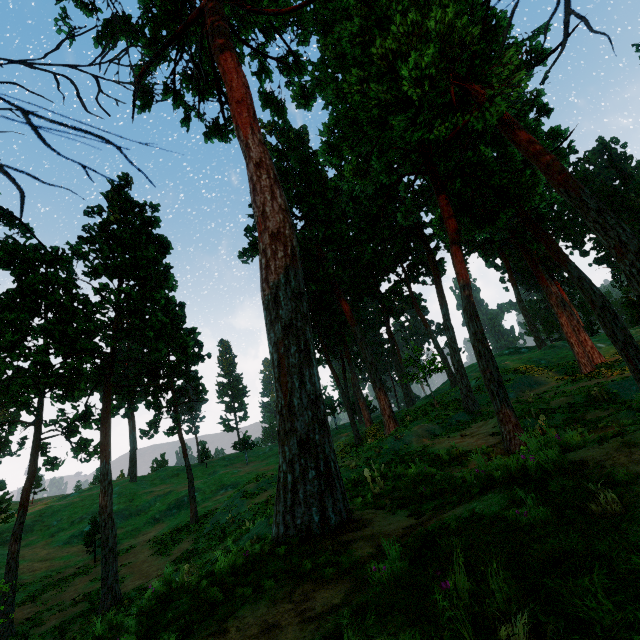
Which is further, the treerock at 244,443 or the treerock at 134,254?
the treerock at 244,443

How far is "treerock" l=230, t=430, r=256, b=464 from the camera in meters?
53.8 m

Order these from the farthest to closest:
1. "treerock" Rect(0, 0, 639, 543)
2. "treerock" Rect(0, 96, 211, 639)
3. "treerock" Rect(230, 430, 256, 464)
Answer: "treerock" Rect(230, 430, 256, 464), "treerock" Rect(0, 96, 211, 639), "treerock" Rect(0, 0, 639, 543)

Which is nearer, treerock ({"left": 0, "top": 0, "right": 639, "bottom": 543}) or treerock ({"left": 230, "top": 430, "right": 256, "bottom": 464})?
treerock ({"left": 0, "top": 0, "right": 639, "bottom": 543})

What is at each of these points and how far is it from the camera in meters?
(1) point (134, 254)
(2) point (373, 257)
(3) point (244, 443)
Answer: (1) treerock, 26.1
(2) treerock, 28.0
(3) treerock, 54.8

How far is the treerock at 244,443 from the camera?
53.8m
